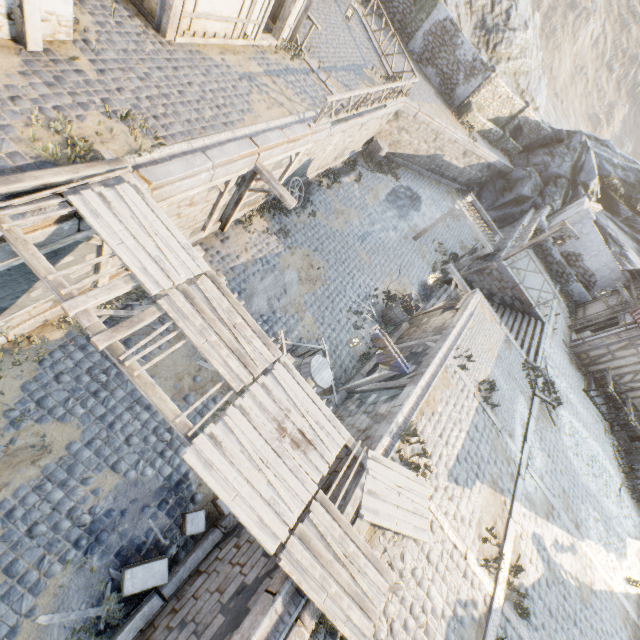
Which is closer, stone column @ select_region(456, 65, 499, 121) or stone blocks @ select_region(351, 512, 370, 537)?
stone blocks @ select_region(351, 512, 370, 537)

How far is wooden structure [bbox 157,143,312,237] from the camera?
7.63m

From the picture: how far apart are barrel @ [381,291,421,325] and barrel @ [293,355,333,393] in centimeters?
547cm

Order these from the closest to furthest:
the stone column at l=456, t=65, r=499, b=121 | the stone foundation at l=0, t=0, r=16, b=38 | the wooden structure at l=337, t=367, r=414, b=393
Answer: the stone foundation at l=0, t=0, r=16, b=38
the wooden structure at l=337, t=367, r=414, b=393
the stone column at l=456, t=65, r=499, b=121

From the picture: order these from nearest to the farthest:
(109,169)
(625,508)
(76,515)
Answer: (109,169)
(76,515)
(625,508)

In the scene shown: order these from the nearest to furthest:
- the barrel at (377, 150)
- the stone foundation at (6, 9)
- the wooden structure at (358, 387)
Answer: the stone foundation at (6, 9) → the wooden structure at (358, 387) → the barrel at (377, 150)

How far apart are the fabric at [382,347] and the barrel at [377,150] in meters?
14.4
